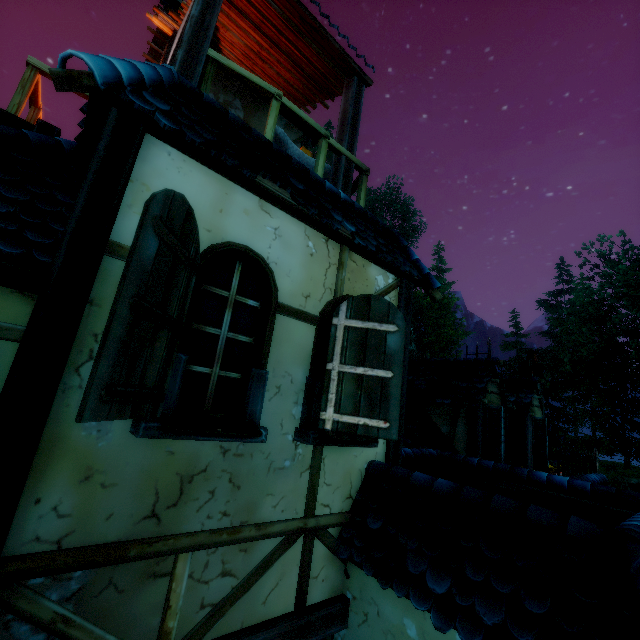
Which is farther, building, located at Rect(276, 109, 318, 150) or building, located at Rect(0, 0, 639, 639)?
building, located at Rect(276, 109, 318, 150)

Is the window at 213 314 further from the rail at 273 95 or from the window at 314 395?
the rail at 273 95

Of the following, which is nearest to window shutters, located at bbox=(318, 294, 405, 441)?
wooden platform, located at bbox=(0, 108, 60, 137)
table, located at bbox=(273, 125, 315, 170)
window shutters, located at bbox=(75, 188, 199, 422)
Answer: window shutters, located at bbox=(75, 188, 199, 422)

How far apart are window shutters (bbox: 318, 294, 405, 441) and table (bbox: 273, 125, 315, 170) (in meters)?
2.05

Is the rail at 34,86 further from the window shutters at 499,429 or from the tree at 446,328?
the tree at 446,328

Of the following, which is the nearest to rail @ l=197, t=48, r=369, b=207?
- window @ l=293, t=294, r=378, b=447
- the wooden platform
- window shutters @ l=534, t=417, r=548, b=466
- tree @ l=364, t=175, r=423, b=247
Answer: the wooden platform

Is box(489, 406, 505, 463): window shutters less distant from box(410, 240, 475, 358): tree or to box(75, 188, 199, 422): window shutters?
box(75, 188, 199, 422): window shutters

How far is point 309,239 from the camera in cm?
343
